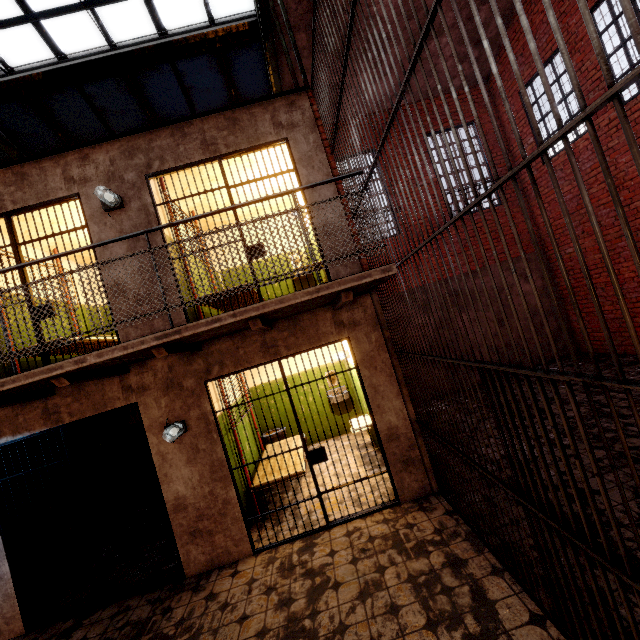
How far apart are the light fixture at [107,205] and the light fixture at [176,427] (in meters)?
2.93

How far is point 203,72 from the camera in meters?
7.1 m

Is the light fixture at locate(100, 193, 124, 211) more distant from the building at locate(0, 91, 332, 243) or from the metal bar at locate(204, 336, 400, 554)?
the metal bar at locate(204, 336, 400, 554)

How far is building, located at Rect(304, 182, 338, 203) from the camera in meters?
4.6 m

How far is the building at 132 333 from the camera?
4.4 meters

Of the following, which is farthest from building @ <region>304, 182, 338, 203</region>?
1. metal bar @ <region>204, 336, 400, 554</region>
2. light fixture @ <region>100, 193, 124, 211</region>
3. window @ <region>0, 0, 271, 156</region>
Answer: window @ <region>0, 0, 271, 156</region>

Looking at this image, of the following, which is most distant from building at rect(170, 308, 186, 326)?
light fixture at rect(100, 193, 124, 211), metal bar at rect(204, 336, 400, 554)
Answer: metal bar at rect(204, 336, 400, 554)

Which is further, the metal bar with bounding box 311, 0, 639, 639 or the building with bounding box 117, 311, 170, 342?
the building with bounding box 117, 311, 170, 342
